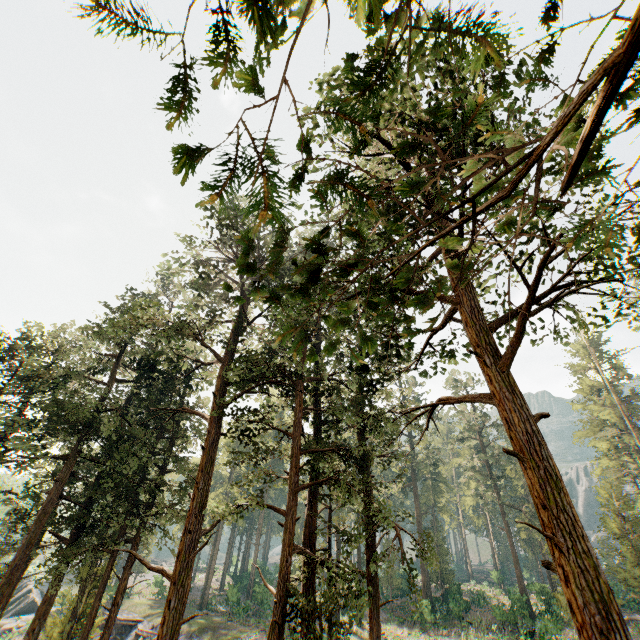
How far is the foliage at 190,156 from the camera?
1.6 meters

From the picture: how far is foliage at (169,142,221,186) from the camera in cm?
164

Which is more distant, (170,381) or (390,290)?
(170,381)

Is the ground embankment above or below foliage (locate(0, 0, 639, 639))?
below

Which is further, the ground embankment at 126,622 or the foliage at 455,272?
the ground embankment at 126,622

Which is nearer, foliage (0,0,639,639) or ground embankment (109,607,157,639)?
foliage (0,0,639,639)
